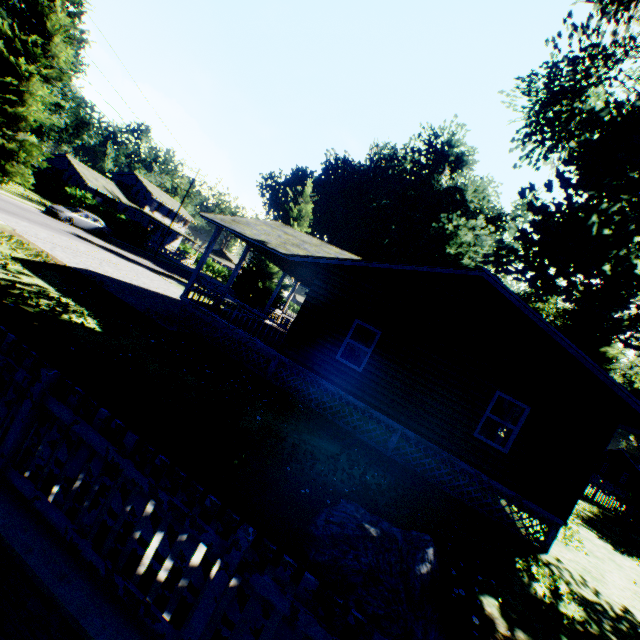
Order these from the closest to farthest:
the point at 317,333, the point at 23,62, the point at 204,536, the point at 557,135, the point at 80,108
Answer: the point at 204,536 < the point at 317,333 < the point at 557,135 < the point at 23,62 < the point at 80,108

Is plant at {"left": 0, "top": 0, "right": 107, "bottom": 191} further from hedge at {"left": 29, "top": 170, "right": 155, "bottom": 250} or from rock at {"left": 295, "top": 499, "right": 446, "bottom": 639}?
rock at {"left": 295, "top": 499, "right": 446, "bottom": 639}

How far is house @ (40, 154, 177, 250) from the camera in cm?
4538

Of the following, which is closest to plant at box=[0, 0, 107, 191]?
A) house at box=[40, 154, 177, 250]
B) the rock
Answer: house at box=[40, 154, 177, 250]

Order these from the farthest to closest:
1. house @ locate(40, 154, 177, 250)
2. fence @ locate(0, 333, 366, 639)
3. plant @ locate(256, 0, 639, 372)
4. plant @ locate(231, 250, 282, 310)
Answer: house @ locate(40, 154, 177, 250), plant @ locate(231, 250, 282, 310), plant @ locate(256, 0, 639, 372), fence @ locate(0, 333, 366, 639)

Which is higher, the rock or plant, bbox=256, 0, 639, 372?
plant, bbox=256, 0, 639, 372

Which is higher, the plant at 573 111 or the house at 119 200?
the plant at 573 111

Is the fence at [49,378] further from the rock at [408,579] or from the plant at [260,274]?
the rock at [408,579]
